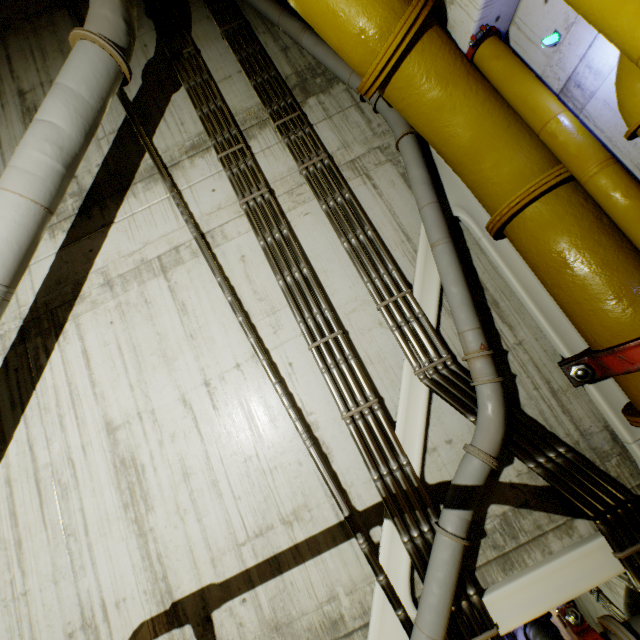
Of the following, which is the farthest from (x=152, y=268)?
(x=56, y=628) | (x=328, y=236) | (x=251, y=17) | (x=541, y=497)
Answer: (x=541, y=497)

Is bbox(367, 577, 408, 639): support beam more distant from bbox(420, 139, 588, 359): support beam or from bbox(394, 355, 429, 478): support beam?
bbox(420, 139, 588, 359): support beam

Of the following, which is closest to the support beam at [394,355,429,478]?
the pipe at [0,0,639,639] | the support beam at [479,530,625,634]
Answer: the pipe at [0,0,639,639]

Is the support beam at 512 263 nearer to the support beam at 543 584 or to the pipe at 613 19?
the pipe at 613 19

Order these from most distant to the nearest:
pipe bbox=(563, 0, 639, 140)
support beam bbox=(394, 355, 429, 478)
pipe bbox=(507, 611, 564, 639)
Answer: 1. pipe bbox=(507, 611, 564, 639)
2. support beam bbox=(394, 355, 429, 478)
3. pipe bbox=(563, 0, 639, 140)

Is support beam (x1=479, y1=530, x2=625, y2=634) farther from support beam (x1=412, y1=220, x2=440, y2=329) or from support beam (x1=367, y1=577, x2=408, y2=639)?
support beam (x1=412, y1=220, x2=440, y2=329)

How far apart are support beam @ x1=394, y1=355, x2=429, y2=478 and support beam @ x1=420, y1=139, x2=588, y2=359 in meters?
0.3

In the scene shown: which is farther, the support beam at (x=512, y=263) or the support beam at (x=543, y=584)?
the support beam at (x=512, y=263)
